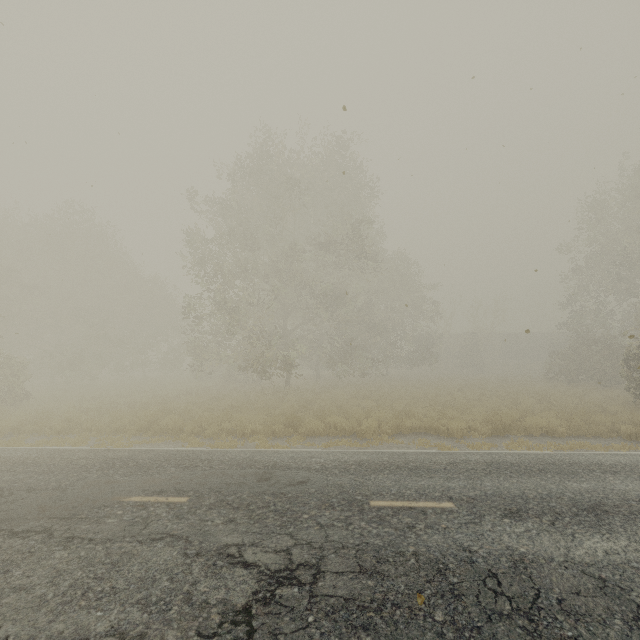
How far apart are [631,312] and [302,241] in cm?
2624

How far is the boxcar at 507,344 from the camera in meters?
44.8 m

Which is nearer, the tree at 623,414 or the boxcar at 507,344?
the tree at 623,414

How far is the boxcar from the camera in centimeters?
4481cm

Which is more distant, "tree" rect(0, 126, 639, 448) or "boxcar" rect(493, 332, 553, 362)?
"boxcar" rect(493, 332, 553, 362)
